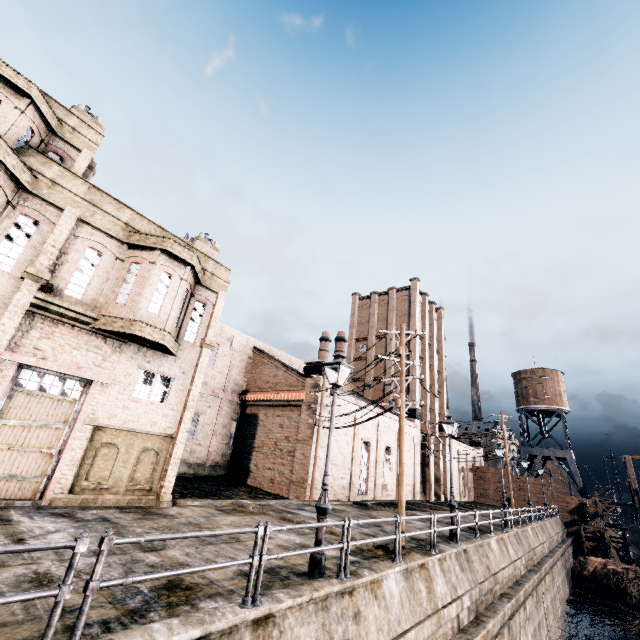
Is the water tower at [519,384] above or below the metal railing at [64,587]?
above

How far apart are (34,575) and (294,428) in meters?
21.0 m

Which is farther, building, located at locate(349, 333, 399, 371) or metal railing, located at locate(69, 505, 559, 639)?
building, located at locate(349, 333, 399, 371)

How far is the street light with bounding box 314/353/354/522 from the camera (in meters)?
8.52

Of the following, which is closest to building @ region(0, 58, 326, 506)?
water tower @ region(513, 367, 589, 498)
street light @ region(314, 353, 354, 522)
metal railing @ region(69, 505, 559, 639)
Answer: water tower @ region(513, 367, 589, 498)

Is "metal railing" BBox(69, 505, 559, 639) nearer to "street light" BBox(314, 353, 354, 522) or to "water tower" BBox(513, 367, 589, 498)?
"street light" BBox(314, 353, 354, 522)

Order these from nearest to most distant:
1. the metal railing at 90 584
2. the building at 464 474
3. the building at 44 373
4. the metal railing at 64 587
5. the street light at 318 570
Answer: the metal railing at 64 587 → the metal railing at 90 584 → the street light at 318 570 → the building at 44 373 → the building at 464 474
